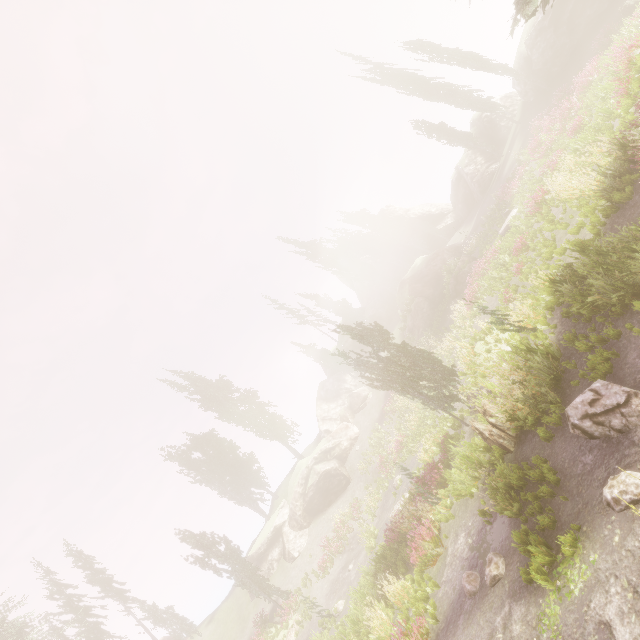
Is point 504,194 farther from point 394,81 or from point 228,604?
point 228,604

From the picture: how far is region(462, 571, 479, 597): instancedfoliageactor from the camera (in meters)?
7.98

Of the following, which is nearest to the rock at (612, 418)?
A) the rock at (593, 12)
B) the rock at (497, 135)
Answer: the rock at (497, 135)

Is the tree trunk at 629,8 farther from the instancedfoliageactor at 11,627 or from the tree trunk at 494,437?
the tree trunk at 494,437

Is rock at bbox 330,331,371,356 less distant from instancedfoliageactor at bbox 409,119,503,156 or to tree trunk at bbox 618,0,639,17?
instancedfoliageactor at bbox 409,119,503,156

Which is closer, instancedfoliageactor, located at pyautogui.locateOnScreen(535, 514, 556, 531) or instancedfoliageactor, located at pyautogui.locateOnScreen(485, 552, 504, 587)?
instancedfoliageactor, located at pyautogui.locateOnScreen(535, 514, 556, 531)
